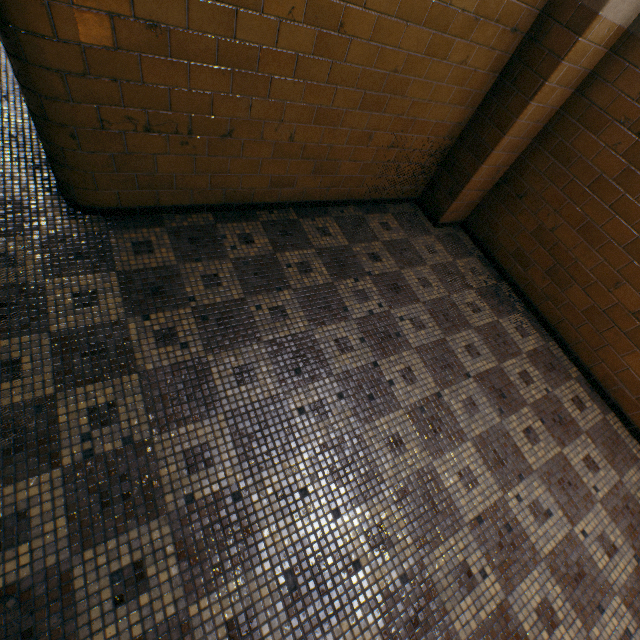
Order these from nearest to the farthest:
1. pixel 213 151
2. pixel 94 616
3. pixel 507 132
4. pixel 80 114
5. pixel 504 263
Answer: pixel 94 616 → pixel 80 114 → pixel 213 151 → pixel 507 132 → pixel 504 263
